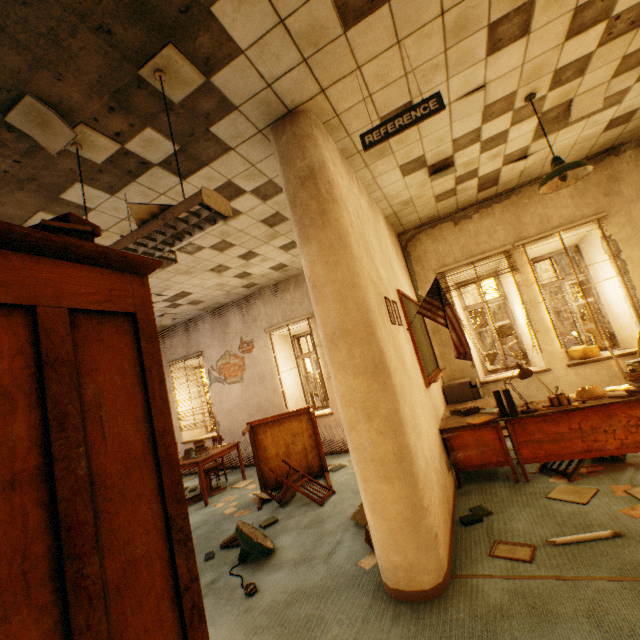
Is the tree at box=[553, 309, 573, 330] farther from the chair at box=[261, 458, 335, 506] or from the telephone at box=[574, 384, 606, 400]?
the chair at box=[261, 458, 335, 506]

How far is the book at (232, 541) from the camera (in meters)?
3.75

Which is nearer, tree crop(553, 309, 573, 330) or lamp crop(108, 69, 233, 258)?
lamp crop(108, 69, 233, 258)

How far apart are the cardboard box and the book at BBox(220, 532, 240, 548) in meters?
5.7 m

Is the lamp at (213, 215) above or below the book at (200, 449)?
above

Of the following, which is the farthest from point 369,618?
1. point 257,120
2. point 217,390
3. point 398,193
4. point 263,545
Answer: point 217,390

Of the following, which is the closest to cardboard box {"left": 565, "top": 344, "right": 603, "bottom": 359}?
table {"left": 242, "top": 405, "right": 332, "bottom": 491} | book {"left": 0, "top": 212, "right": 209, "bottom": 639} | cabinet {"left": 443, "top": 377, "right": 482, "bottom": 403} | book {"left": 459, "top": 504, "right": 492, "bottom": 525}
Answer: cabinet {"left": 443, "top": 377, "right": 482, "bottom": 403}

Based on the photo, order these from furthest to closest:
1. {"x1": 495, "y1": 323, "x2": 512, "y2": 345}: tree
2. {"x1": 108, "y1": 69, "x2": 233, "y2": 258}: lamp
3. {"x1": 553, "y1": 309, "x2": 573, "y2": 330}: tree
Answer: {"x1": 495, "y1": 323, "x2": 512, "y2": 345}: tree
{"x1": 553, "y1": 309, "x2": 573, "y2": 330}: tree
{"x1": 108, "y1": 69, "x2": 233, "y2": 258}: lamp
